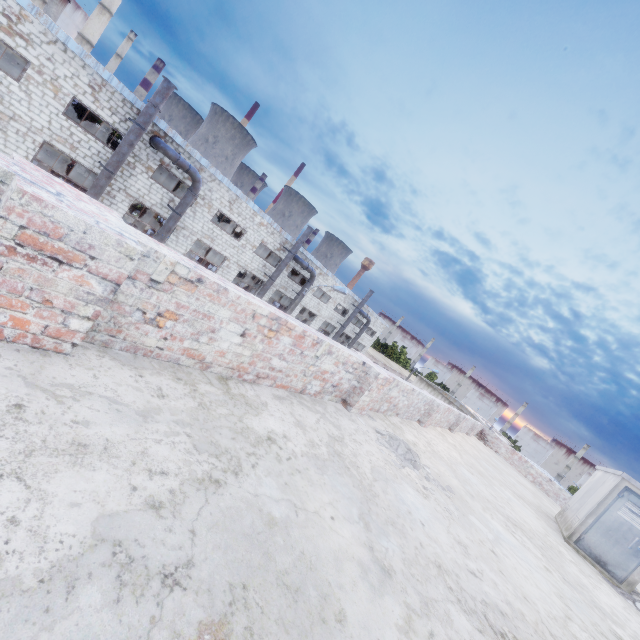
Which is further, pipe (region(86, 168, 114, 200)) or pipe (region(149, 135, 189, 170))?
pipe (region(149, 135, 189, 170))

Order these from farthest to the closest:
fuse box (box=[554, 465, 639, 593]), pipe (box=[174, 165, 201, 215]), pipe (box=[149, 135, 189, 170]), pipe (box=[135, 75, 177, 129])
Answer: pipe (box=[174, 165, 201, 215])
pipe (box=[149, 135, 189, 170])
pipe (box=[135, 75, 177, 129])
fuse box (box=[554, 465, 639, 593])

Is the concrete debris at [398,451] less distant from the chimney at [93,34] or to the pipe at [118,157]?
the pipe at [118,157]

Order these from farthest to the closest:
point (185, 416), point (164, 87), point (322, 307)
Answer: point (322, 307), point (164, 87), point (185, 416)

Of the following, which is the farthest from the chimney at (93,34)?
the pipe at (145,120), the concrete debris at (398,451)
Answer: the concrete debris at (398,451)

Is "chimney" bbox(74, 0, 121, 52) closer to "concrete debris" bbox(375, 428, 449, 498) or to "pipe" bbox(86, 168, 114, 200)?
"pipe" bbox(86, 168, 114, 200)
